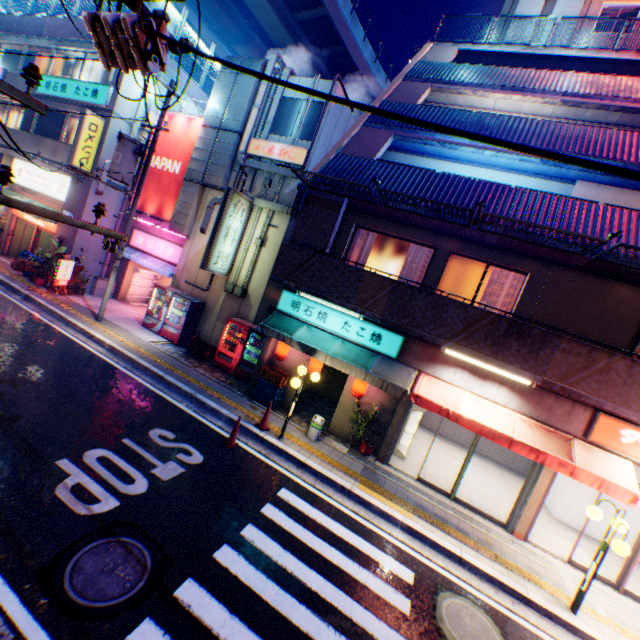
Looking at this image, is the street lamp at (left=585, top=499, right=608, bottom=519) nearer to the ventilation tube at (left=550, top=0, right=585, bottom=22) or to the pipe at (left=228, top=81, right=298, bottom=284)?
the pipe at (left=228, top=81, right=298, bottom=284)

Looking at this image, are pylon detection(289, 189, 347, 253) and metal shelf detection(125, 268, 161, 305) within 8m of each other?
no

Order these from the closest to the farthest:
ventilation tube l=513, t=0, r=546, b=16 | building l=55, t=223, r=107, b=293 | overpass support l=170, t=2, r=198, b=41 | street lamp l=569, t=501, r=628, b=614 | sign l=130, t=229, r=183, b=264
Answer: street lamp l=569, t=501, r=628, b=614 < ventilation tube l=513, t=0, r=546, b=16 < building l=55, t=223, r=107, b=293 < sign l=130, t=229, r=183, b=264 < overpass support l=170, t=2, r=198, b=41

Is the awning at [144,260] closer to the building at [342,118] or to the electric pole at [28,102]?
the building at [342,118]

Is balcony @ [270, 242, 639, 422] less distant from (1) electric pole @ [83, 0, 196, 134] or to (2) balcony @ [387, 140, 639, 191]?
(2) balcony @ [387, 140, 639, 191]

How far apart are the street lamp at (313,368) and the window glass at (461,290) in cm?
335

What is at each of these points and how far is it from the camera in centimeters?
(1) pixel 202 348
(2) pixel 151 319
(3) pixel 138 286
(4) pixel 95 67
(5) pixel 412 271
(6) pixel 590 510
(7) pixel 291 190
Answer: (1) plastic crate, 1370cm
(2) vending machine, 1455cm
(3) metal shelf, 1811cm
(4) window glass, 1636cm
(5) curtain, 1019cm
(6) street lamp, 689cm
(7) building, 1332cm

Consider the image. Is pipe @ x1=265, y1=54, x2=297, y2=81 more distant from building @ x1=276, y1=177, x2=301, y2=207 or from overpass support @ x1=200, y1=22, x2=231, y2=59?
overpass support @ x1=200, y1=22, x2=231, y2=59
